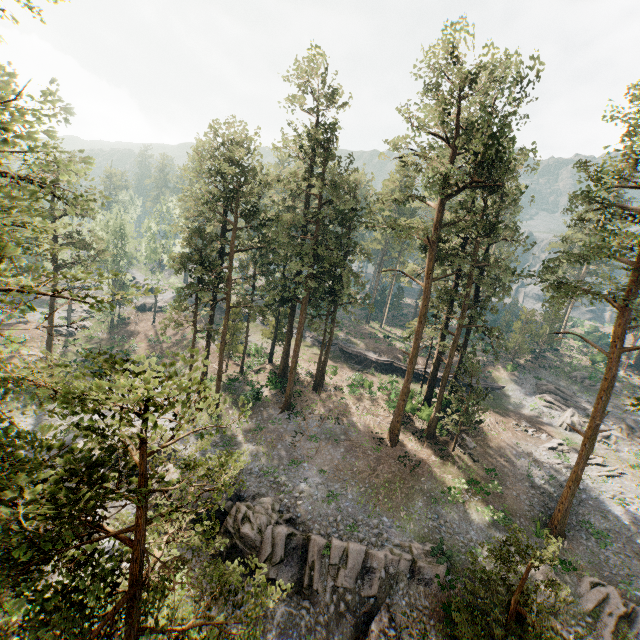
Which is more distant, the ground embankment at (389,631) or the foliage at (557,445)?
the foliage at (557,445)

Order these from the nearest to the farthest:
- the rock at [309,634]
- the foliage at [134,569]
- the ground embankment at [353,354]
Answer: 1. the foliage at [134,569]
2. the rock at [309,634]
3. the ground embankment at [353,354]

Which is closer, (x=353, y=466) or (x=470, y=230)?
(x=353, y=466)

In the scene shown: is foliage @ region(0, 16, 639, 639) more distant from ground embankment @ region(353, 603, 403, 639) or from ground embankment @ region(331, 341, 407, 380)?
ground embankment @ region(331, 341, 407, 380)

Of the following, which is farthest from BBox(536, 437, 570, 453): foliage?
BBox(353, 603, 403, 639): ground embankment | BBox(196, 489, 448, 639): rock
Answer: BBox(196, 489, 448, 639): rock

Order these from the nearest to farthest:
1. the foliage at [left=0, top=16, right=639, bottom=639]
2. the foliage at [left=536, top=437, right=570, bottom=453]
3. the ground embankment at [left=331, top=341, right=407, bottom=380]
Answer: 1. the foliage at [left=0, top=16, right=639, bottom=639]
2. the foliage at [left=536, top=437, right=570, bottom=453]
3. the ground embankment at [left=331, top=341, right=407, bottom=380]

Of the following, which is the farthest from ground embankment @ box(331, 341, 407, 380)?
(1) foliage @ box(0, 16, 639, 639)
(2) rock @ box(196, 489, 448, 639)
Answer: (2) rock @ box(196, 489, 448, 639)
